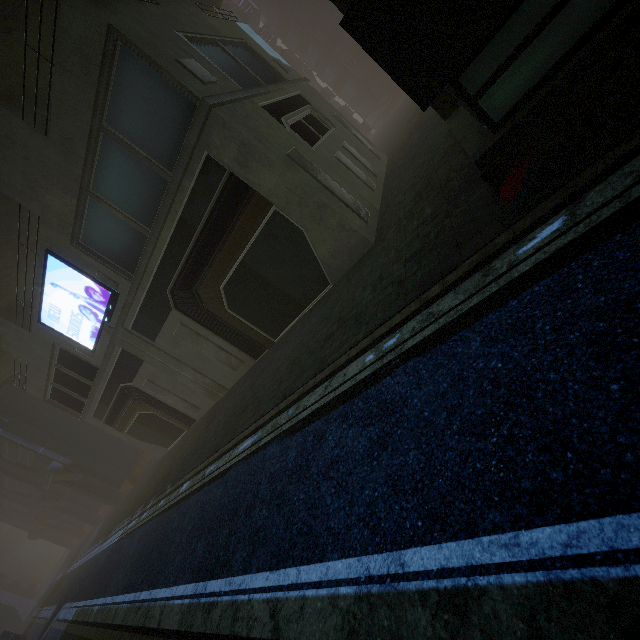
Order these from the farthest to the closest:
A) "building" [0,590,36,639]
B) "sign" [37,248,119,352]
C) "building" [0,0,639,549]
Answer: "building" [0,590,36,639], "sign" [37,248,119,352], "building" [0,0,639,549]

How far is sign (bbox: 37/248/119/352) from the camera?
13.63m

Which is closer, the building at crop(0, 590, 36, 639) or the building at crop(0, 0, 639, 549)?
the building at crop(0, 0, 639, 549)

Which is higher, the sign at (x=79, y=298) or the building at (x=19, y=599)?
the sign at (x=79, y=298)

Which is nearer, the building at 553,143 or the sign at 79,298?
the building at 553,143

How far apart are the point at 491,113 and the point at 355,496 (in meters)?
5.54

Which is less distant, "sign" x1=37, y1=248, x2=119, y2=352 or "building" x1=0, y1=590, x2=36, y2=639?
"sign" x1=37, y1=248, x2=119, y2=352
